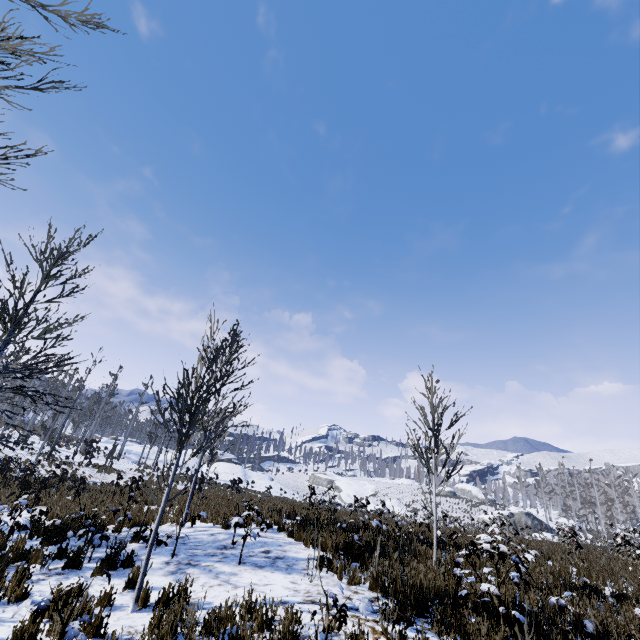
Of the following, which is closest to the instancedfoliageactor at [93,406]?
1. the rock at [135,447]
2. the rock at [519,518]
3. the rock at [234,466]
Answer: the rock at [234,466]

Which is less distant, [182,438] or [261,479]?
[182,438]

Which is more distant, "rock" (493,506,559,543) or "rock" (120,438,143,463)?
"rock" (493,506,559,543)

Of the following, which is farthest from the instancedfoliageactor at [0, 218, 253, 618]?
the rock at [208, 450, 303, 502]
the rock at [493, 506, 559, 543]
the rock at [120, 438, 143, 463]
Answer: the rock at [493, 506, 559, 543]

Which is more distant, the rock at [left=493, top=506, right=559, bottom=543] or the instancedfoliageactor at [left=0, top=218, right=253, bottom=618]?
the rock at [left=493, top=506, right=559, bottom=543]

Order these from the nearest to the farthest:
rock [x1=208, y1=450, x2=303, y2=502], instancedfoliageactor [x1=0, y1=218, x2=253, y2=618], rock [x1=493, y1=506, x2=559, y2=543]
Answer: instancedfoliageactor [x1=0, y1=218, x2=253, y2=618], rock [x1=208, y1=450, x2=303, y2=502], rock [x1=493, y1=506, x2=559, y2=543]

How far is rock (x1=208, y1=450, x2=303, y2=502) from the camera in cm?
3947

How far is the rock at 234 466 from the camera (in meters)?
39.47
